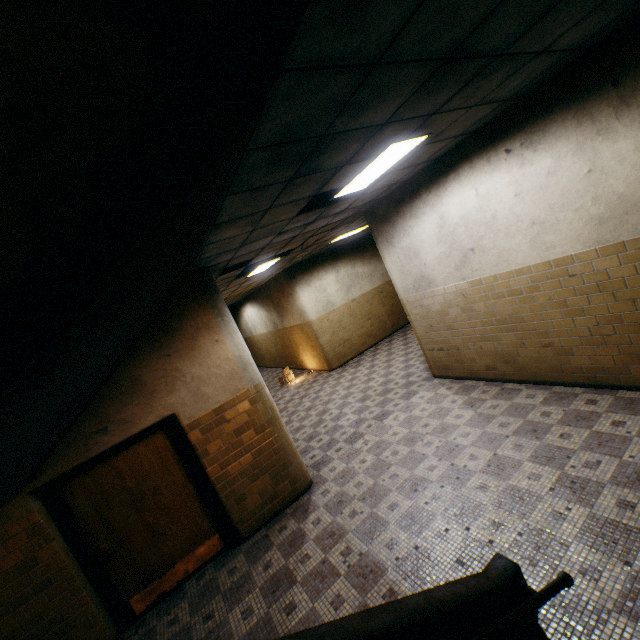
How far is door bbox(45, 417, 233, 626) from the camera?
4.09m

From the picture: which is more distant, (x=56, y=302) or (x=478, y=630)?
(x=478, y=630)

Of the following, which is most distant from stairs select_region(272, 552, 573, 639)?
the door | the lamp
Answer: the lamp

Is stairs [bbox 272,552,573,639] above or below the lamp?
below

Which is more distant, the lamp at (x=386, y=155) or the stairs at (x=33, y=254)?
the lamp at (x=386, y=155)

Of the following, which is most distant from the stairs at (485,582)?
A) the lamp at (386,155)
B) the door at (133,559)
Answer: the lamp at (386,155)

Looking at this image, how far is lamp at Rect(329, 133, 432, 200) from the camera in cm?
351

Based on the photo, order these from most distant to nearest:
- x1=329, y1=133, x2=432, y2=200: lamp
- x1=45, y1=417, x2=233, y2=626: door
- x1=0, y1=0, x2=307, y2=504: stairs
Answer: x1=45, y1=417, x2=233, y2=626: door < x1=329, y1=133, x2=432, y2=200: lamp < x1=0, y1=0, x2=307, y2=504: stairs
